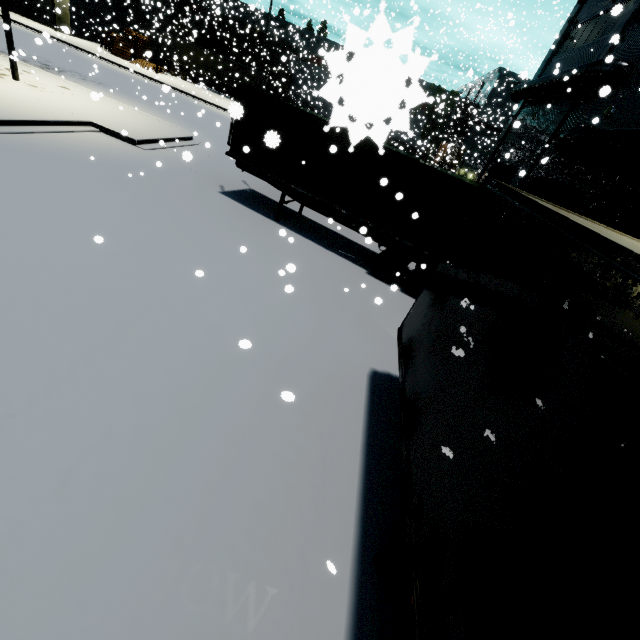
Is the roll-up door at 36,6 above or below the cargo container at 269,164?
below

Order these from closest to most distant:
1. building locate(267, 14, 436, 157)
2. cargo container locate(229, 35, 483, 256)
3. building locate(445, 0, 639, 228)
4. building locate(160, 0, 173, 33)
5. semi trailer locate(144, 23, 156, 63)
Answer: building locate(267, 14, 436, 157)
cargo container locate(229, 35, 483, 256)
building locate(445, 0, 639, 228)
semi trailer locate(144, 23, 156, 63)
building locate(160, 0, 173, 33)

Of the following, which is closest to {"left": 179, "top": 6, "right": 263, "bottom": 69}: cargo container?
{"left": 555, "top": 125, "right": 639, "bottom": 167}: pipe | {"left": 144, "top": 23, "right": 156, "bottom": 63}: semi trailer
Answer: {"left": 144, "top": 23, "right": 156, "bottom": 63}: semi trailer

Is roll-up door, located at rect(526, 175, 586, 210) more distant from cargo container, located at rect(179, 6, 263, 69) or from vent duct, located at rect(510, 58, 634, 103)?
vent duct, located at rect(510, 58, 634, 103)

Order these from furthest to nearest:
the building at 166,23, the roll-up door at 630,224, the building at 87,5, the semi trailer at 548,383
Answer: the building at 166,23
the building at 87,5
the roll-up door at 630,224
the semi trailer at 548,383

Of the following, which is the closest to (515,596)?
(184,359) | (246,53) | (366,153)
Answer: (184,359)

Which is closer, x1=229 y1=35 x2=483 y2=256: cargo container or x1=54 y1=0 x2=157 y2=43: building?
x1=229 y1=35 x2=483 y2=256: cargo container

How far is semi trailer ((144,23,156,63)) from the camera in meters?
38.0 m
